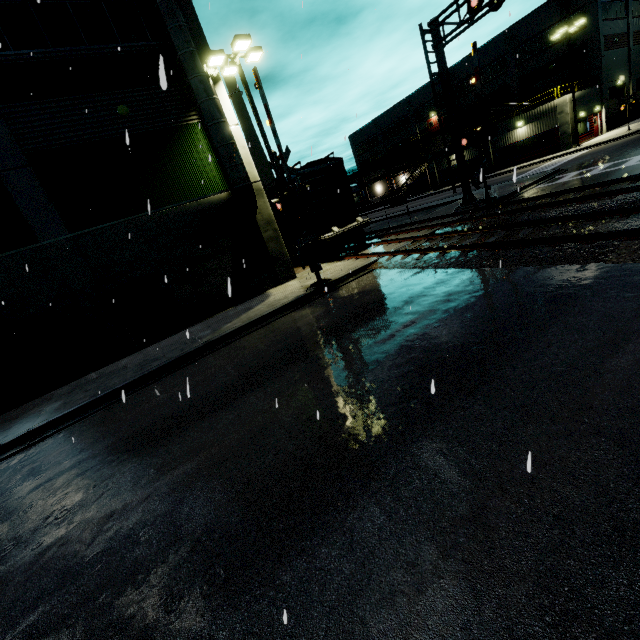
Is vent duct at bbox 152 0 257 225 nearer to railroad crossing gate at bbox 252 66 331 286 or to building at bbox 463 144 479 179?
building at bbox 463 144 479 179

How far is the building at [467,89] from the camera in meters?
43.3 m

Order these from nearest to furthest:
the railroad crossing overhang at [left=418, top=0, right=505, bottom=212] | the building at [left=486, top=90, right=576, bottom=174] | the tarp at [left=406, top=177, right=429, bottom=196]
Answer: the railroad crossing overhang at [left=418, top=0, right=505, bottom=212] → the building at [left=486, top=90, right=576, bottom=174] → the tarp at [left=406, top=177, right=429, bottom=196]

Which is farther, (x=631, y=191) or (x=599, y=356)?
(x=631, y=191)

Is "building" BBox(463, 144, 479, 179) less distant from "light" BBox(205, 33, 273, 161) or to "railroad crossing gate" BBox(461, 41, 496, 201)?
"light" BBox(205, 33, 273, 161)

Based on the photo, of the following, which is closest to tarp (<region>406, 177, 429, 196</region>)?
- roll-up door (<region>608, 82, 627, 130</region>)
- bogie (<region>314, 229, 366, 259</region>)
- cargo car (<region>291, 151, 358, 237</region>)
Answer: cargo car (<region>291, 151, 358, 237</region>)

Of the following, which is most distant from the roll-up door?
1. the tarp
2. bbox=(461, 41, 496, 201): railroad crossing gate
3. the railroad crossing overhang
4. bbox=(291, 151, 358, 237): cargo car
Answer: the railroad crossing overhang

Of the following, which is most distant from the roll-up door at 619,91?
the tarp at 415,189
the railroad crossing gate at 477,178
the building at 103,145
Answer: the railroad crossing gate at 477,178
